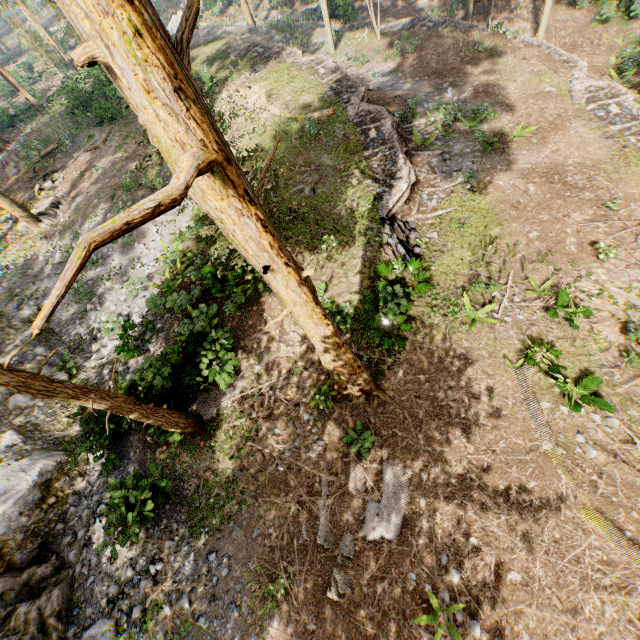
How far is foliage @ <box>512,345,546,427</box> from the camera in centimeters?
964cm

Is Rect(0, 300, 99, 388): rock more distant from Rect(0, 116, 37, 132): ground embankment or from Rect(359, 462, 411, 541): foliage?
Rect(0, 116, 37, 132): ground embankment

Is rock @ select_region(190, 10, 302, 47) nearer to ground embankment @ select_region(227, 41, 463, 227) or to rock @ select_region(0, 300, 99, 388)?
ground embankment @ select_region(227, 41, 463, 227)

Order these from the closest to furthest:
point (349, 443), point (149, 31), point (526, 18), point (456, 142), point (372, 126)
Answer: point (149, 31), point (349, 443), point (372, 126), point (456, 142), point (526, 18)

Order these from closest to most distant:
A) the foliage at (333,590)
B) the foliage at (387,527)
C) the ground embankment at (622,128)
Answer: the foliage at (333,590)
the foliage at (387,527)
the ground embankment at (622,128)

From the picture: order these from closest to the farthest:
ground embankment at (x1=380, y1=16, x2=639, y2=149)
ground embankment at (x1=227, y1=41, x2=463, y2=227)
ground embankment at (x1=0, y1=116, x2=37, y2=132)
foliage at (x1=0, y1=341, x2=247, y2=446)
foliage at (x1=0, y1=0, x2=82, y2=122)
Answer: foliage at (x1=0, y1=341, x2=247, y2=446)
ground embankment at (x1=227, y1=41, x2=463, y2=227)
ground embankment at (x1=380, y1=16, x2=639, y2=149)
ground embankment at (x1=0, y1=116, x2=37, y2=132)
foliage at (x1=0, y1=0, x2=82, y2=122)

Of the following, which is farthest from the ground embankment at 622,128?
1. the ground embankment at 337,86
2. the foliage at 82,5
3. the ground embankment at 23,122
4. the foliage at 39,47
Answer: the foliage at 39,47

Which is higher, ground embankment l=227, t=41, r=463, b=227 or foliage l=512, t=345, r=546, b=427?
foliage l=512, t=345, r=546, b=427
